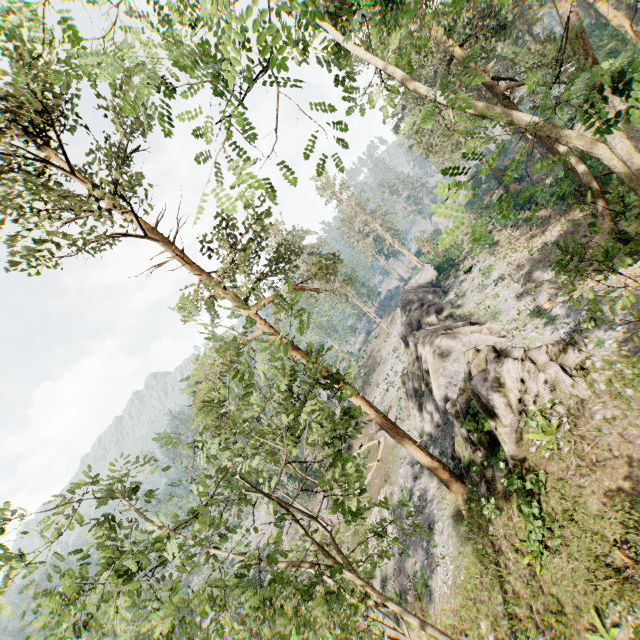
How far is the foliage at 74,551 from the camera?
9.2m

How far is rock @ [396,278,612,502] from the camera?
15.1 meters

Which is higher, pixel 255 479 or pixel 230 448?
pixel 230 448

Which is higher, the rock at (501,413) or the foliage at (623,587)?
the foliage at (623,587)

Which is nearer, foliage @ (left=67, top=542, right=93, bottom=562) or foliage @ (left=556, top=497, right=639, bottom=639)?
foliage @ (left=556, top=497, right=639, bottom=639)

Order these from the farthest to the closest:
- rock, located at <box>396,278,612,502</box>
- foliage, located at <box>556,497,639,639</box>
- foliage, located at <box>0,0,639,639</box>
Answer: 1. rock, located at <box>396,278,612,502</box>
2. foliage, located at <box>556,497,639,639</box>
3. foliage, located at <box>0,0,639,639</box>

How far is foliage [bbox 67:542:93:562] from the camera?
9.2 meters

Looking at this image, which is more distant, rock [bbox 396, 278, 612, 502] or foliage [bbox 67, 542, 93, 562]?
rock [bbox 396, 278, 612, 502]
